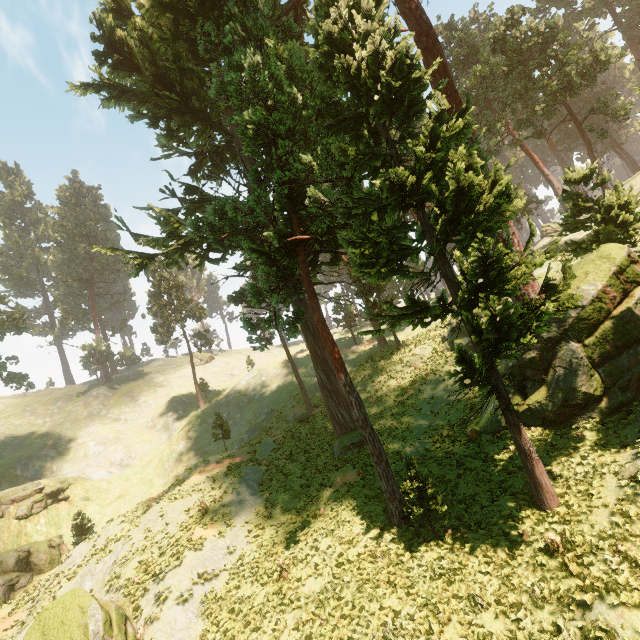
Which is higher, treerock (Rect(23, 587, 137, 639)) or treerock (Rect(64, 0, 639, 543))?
treerock (Rect(64, 0, 639, 543))

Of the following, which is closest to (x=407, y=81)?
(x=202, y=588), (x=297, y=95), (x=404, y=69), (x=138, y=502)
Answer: (x=404, y=69)

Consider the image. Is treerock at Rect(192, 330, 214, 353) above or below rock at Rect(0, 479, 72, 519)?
above

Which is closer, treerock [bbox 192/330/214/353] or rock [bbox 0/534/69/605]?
rock [bbox 0/534/69/605]

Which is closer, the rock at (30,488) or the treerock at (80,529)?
the treerock at (80,529)

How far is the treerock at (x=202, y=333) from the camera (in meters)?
50.22
